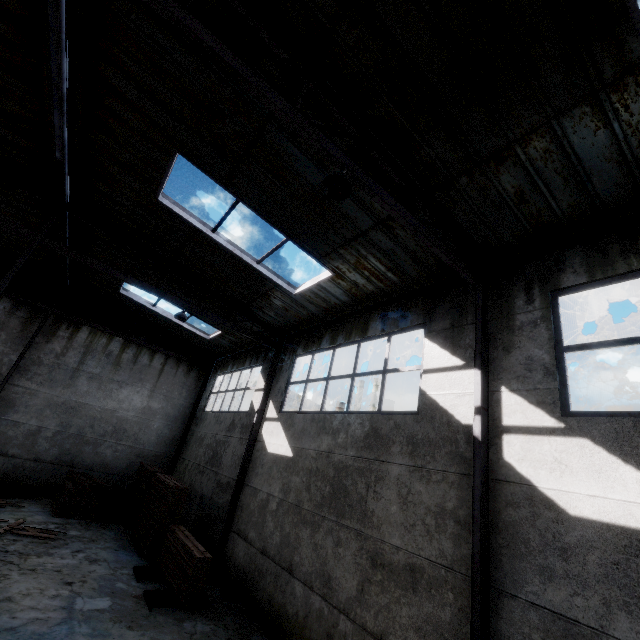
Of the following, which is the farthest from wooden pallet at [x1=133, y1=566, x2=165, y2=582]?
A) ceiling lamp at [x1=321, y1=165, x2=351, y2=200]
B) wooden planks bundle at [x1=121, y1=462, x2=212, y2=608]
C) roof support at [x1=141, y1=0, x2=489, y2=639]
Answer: ceiling lamp at [x1=321, y1=165, x2=351, y2=200]

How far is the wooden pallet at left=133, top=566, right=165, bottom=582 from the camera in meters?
8.0

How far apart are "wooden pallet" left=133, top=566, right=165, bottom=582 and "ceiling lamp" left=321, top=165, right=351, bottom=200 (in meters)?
9.95

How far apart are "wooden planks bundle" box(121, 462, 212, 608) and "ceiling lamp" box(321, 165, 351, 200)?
10.0m

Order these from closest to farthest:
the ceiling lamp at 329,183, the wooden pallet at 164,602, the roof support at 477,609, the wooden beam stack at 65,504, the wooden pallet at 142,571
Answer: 1. the roof support at 477,609
2. the ceiling lamp at 329,183
3. the wooden pallet at 164,602
4. the wooden pallet at 142,571
5. the wooden beam stack at 65,504

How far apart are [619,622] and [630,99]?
5.9m

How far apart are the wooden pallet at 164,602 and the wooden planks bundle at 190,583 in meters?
2.1 m

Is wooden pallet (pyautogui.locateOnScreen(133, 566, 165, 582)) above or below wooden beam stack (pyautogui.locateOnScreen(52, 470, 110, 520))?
below
